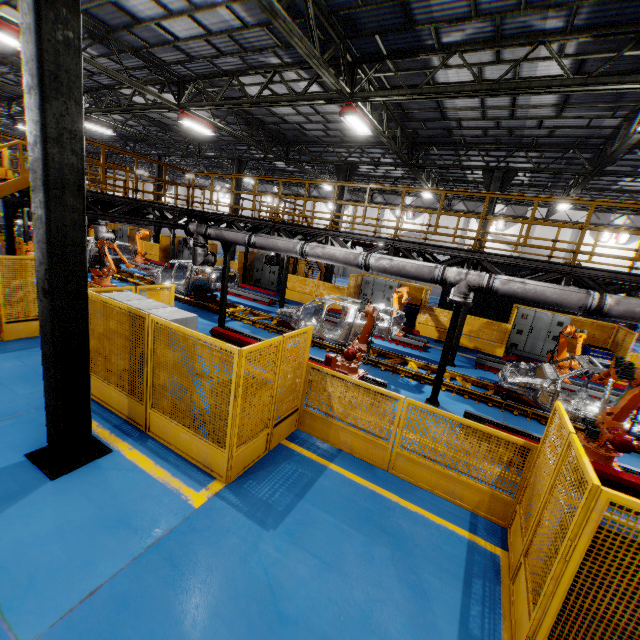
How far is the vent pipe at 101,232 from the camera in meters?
14.3 m

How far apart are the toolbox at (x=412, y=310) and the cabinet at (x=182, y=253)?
16.7 meters

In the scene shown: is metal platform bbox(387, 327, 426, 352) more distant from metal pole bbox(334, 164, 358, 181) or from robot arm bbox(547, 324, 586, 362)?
robot arm bbox(547, 324, 586, 362)

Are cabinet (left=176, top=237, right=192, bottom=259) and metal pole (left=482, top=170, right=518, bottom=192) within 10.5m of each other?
no

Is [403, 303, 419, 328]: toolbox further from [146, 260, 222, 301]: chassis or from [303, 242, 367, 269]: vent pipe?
[303, 242, 367, 269]: vent pipe

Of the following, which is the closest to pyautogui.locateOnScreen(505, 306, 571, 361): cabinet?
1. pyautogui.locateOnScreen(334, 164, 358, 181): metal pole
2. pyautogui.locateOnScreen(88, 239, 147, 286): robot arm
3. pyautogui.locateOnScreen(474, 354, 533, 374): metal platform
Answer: pyautogui.locateOnScreen(474, 354, 533, 374): metal platform

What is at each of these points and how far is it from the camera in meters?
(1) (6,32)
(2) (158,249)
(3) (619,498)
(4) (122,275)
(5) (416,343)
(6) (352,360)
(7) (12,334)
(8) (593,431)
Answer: (1) light, 8.3
(2) metal panel, 24.8
(3) metal panel, 2.6
(4) platform, 18.4
(5) metal platform, 13.3
(6) robot arm, 8.3
(7) metal panel, 8.6
(8) robot arm, 6.4

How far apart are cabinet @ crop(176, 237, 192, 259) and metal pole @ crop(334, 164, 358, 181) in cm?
1137
